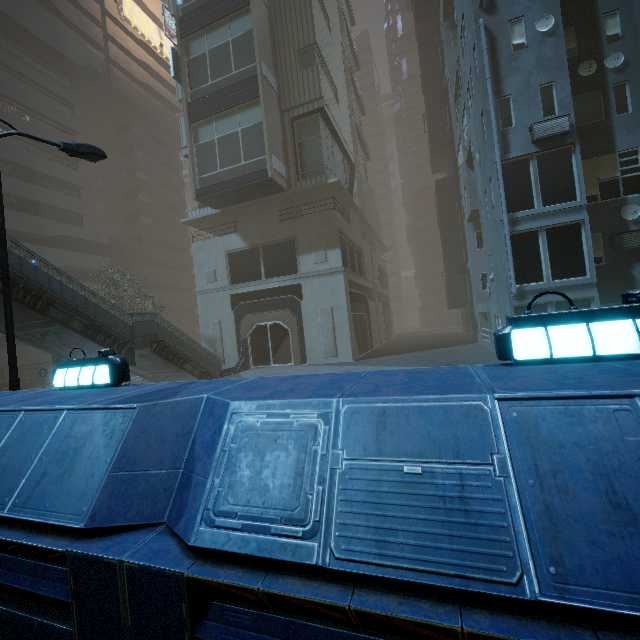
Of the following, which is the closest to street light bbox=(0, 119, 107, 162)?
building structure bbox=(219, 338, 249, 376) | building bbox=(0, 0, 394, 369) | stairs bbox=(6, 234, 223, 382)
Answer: building bbox=(0, 0, 394, 369)

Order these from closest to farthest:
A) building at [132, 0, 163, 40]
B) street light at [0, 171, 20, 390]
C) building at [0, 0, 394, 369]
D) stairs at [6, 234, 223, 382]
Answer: street light at [0, 171, 20, 390] < stairs at [6, 234, 223, 382] < building at [0, 0, 394, 369] < building at [132, 0, 163, 40]

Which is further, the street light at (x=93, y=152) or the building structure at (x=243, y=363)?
the building structure at (x=243, y=363)

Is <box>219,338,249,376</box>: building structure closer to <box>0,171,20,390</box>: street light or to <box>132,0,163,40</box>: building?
<box>132,0,163,40</box>: building

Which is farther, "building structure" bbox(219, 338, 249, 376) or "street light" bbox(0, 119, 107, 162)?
"building structure" bbox(219, 338, 249, 376)

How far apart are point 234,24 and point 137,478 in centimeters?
2785cm

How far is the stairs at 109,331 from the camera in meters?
11.5 m

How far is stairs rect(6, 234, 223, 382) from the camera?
11.5 meters
